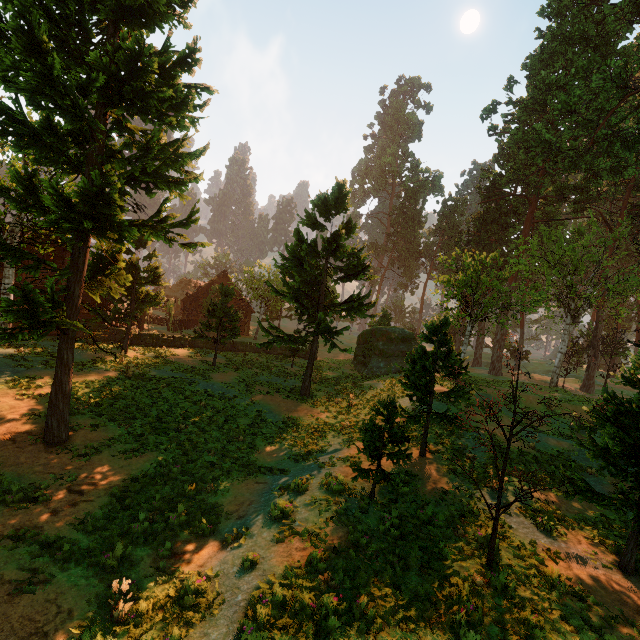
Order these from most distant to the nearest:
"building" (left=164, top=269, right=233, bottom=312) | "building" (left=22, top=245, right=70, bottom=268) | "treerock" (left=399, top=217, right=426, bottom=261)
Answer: "treerock" (left=399, top=217, right=426, bottom=261) < "building" (left=164, top=269, right=233, bottom=312) < "building" (left=22, top=245, right=70, bottom=268)

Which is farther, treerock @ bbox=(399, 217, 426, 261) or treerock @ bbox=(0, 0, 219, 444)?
treerock @ bbox=(399, 217, 426, 261)

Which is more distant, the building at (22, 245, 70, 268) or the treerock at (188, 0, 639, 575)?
the building at (22, 245, 70, 268)

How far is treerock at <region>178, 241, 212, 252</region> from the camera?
12.03m

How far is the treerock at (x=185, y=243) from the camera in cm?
1203

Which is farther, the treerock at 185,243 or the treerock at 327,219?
the treerock at 327,219

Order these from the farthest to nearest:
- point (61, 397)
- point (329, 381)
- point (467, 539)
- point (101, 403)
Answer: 1. point (329, 381)
2. point (101, 403)
3. point (61, 397)
4. point (467, 539)

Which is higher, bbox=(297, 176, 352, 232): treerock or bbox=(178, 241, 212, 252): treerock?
bbox=(297, 176, 352, 232): treerock
